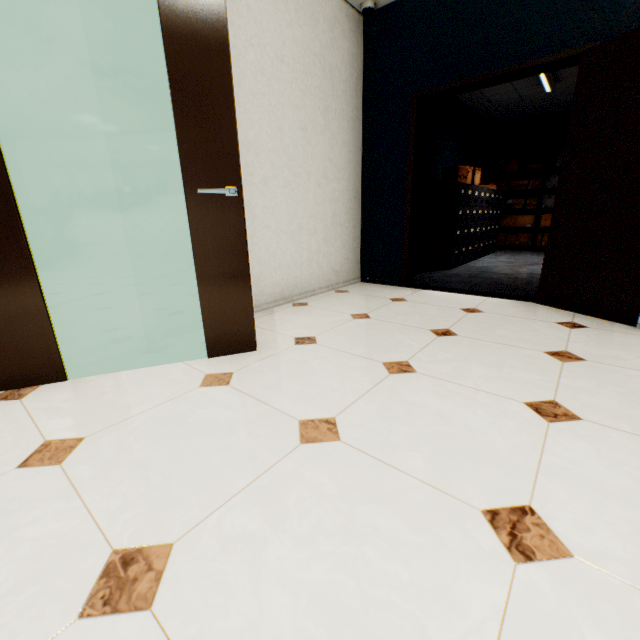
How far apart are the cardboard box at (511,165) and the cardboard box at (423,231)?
3.9 meters

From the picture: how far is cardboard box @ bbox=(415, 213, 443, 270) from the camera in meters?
5.0

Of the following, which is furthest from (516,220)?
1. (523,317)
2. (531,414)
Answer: (531,414)

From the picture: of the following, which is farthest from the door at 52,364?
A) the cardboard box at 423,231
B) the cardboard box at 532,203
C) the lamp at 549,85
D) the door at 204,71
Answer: the cardboard box at 532,203

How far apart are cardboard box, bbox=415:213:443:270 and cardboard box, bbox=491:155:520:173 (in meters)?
3.90

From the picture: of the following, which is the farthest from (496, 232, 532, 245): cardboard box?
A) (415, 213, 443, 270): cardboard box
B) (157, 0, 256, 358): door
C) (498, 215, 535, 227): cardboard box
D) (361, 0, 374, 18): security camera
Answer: (157, 0, 256, 358): door

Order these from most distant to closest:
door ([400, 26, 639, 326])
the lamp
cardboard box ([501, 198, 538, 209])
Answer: cardboard box ([501, 198, 538, 209])
the lamp
door ([400, 26, 639, 326])

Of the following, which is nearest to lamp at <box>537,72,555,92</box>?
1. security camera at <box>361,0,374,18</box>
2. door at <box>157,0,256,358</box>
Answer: security camera at <box>361,0,374,18</box>
